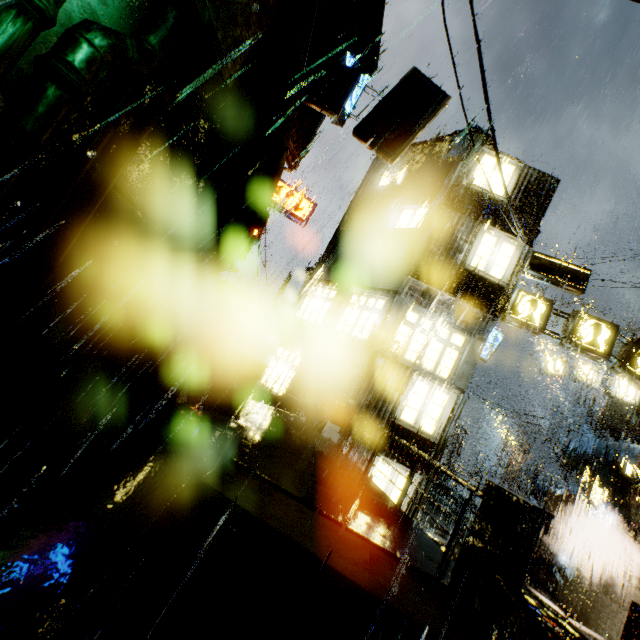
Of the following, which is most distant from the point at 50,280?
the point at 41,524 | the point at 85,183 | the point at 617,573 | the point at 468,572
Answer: the point at 617,573

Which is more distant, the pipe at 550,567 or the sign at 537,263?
the pipe at 550,567

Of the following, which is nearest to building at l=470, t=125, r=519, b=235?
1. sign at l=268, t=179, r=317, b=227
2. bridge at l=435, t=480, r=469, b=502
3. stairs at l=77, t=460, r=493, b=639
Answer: bridge at l=435, t=480, r=469, b=502

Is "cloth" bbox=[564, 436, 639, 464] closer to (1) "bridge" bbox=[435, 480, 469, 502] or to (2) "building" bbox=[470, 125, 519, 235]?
(2) "building" bbox=[470, 125, 519, 235]

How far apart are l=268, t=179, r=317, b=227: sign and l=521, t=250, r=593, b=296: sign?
12.6m

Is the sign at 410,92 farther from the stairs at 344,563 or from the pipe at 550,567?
the pipe at 550,567

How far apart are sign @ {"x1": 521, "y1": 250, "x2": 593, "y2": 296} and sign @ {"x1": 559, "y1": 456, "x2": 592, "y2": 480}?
12.8m

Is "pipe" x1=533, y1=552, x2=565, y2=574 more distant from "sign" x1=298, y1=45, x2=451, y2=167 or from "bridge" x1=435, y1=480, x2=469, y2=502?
"sign" x1=298, y1=45, x2=451, y2=167
